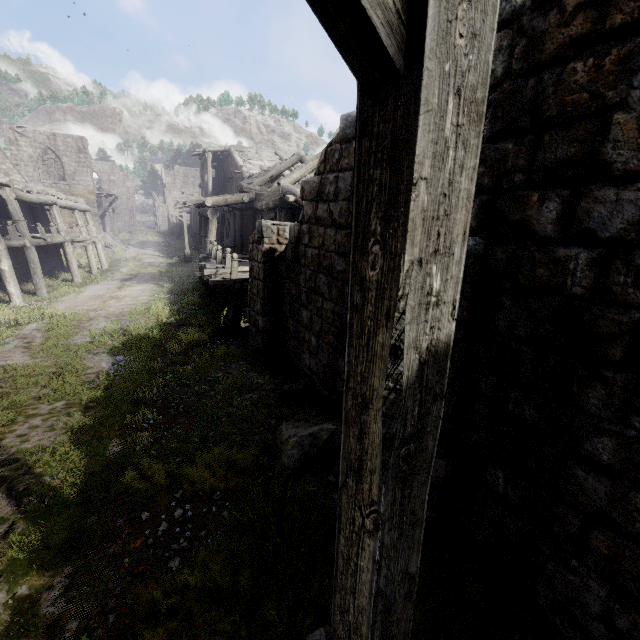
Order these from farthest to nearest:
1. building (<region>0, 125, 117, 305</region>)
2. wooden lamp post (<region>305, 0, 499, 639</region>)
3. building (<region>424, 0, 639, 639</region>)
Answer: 1. building (<region>0, 125, 117, 305</region>)
2. building (<region>424, 0, 639, 639</region>)
3. wooden lamp post (<region>305, 0, 499, 639</region>)

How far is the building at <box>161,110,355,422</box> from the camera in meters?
5.3

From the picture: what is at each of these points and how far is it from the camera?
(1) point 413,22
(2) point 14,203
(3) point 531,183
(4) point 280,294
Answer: (1) wooden lamp post, 0.8 meters
(2) building, 15.0 meters
(3) building, 2.5 meters
(4) building, 7.7 meters

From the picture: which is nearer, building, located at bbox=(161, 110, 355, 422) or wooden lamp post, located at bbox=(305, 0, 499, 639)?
wooden lamp post, located at bbox=(305, 0, 499, 639)

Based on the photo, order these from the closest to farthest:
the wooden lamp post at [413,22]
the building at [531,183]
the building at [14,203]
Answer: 1. the wooden lamp post at [413,22]
2. the building at [531,183]
3. the building at [14,203]

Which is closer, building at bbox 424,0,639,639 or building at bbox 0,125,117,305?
building at bbox 424,0,639,639

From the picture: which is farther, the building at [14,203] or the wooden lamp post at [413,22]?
the building at [14,203]
